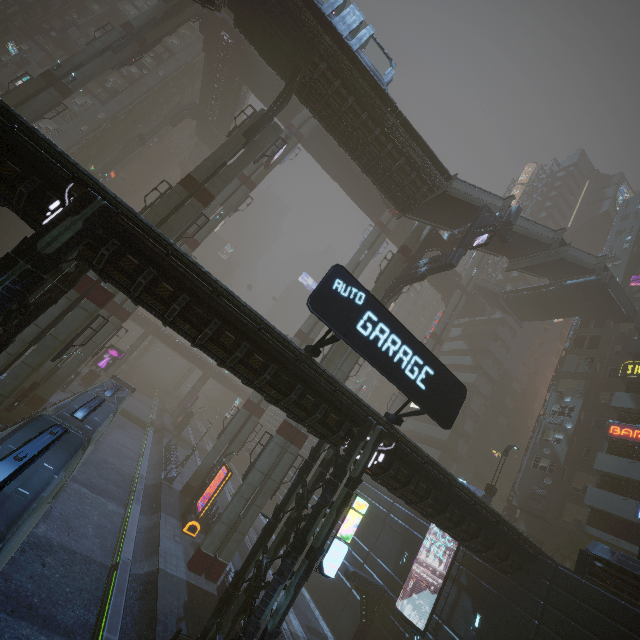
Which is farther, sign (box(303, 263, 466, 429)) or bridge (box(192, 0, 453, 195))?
bridge (box(192, 0, 453, 195))

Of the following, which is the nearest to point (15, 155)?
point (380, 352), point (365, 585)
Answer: point (380, 352)

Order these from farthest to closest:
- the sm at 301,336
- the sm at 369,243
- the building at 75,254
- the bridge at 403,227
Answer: the bridge at 403,227, the sm at 369,243, the sm at 301,336, the building at 75,254

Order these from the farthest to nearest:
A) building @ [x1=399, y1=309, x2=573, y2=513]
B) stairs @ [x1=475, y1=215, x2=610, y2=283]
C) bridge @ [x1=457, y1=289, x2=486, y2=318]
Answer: bridge @ [x1=457, y1=289, x2=486, y2=318] < building @ [x1=399, y1=309, x2=573, y2=513] < stairs @ [x1=475, y1=215, x2=610, y2=283]

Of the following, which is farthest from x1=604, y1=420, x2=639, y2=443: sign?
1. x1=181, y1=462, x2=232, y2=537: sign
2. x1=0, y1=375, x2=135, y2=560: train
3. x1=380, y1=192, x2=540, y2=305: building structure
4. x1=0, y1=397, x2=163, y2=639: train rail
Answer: x1=0, y1=397, x2=163, y2=639: train rail

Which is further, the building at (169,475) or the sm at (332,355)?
the building at (169,475)

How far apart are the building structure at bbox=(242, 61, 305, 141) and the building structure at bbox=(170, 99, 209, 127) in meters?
32.6 m

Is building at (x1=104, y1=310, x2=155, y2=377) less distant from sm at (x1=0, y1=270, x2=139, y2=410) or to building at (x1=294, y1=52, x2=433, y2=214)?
sm at (x1=0, y1=270, x2=139, y2=410)
